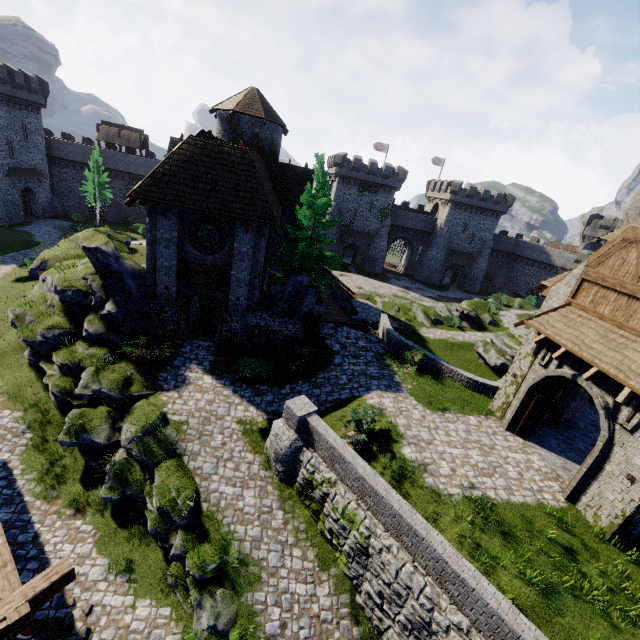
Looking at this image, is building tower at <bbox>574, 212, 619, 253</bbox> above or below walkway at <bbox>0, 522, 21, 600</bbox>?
above

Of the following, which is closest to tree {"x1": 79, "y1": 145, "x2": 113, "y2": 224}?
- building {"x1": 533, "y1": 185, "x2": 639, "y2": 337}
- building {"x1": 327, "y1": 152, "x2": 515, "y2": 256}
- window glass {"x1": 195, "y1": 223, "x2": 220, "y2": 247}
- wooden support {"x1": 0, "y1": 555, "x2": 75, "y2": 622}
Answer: building {"x1": 327, "y1": 152, "x2": 515, "y2": 256}

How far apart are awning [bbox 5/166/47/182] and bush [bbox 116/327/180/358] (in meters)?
39.88

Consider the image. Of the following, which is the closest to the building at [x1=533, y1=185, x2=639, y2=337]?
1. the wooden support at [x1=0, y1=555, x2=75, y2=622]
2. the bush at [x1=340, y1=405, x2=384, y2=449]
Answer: the bush at [x1=340, y1=405, x2=384, y2=449]

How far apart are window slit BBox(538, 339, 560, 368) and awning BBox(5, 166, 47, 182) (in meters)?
55.89

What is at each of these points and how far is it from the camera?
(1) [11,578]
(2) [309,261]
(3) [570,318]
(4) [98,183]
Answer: Answer:
(1) walkway, 5.2m
(2) tree, 19.1m
(3) awning, 12.1m
(4) tree, 44.3m

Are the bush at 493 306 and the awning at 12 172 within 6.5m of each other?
no

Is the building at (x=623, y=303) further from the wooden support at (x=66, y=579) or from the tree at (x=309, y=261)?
the wooden support at (x=66, y=579)
